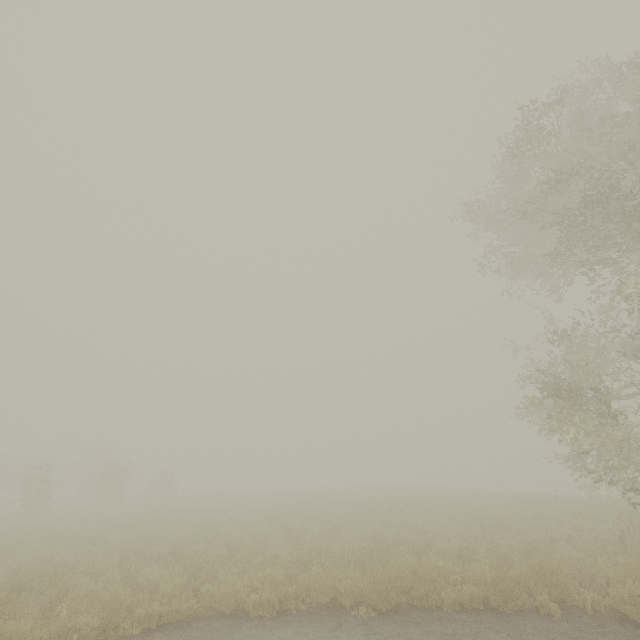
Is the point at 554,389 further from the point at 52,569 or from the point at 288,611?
the point at 52,569
